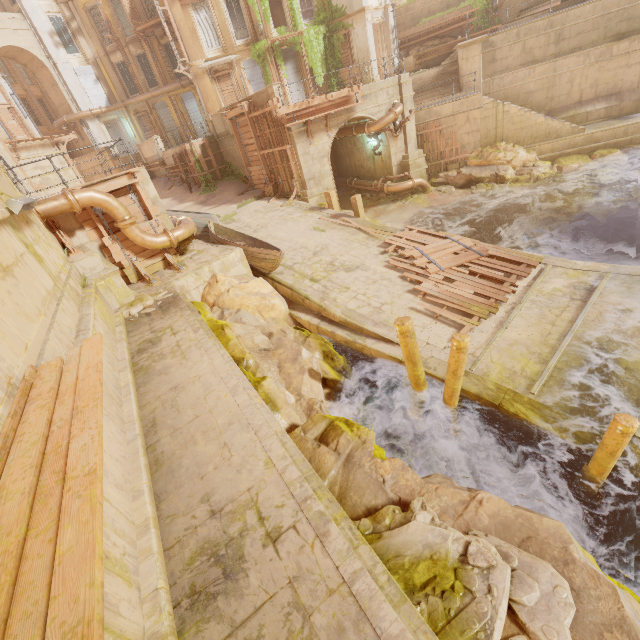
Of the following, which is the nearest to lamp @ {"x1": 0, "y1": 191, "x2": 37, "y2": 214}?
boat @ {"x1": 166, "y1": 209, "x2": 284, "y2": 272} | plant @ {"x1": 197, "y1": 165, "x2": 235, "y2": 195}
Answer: boat @ {"x1": 166, "y1": 209, "x2": 284, "y2": 272}

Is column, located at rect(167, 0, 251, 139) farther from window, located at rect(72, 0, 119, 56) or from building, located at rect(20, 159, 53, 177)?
window, located at rect(72, 0, 119, 56)

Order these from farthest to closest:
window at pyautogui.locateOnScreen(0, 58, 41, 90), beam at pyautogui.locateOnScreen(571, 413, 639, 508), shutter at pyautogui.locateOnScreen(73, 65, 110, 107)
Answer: window at pyautogui.locateOnScreen(0, 58, 41, 90), shutter at pyautogui.locateOnScreen(73, 65, 110, 107), beam at pyautogui.locateOnScreen(571, 413, 639, 508)

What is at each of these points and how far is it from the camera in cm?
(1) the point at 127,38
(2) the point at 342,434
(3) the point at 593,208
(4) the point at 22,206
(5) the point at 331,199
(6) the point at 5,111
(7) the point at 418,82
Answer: (1) window, 2856
(2) rock, 594
(3) rock, 1430
(4) lamp, 632
(5) beam, 1634
(6) wood, 2442
(7) stairs, 2156

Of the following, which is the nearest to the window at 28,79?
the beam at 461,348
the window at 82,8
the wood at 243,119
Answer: the window at 82,8

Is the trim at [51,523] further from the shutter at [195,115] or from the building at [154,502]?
the shutter at [195,115]

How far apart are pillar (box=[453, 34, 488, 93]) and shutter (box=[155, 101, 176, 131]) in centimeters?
2575cm

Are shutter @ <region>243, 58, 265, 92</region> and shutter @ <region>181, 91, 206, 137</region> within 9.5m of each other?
yes
